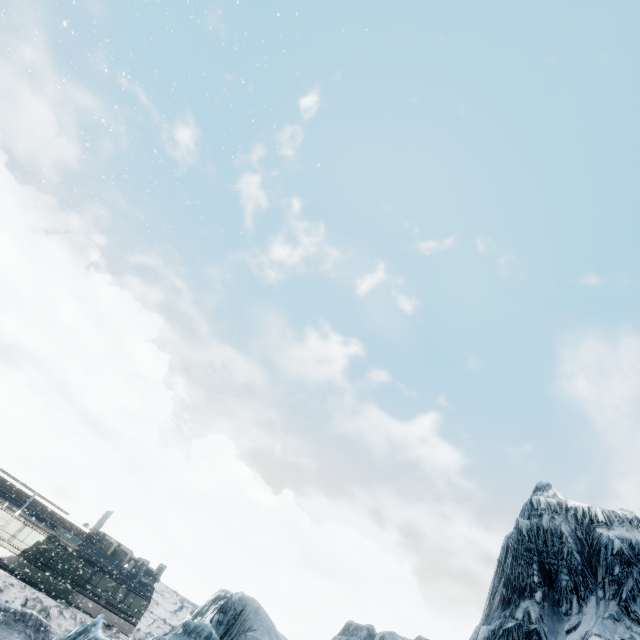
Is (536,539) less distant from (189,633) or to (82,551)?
(189,633)
